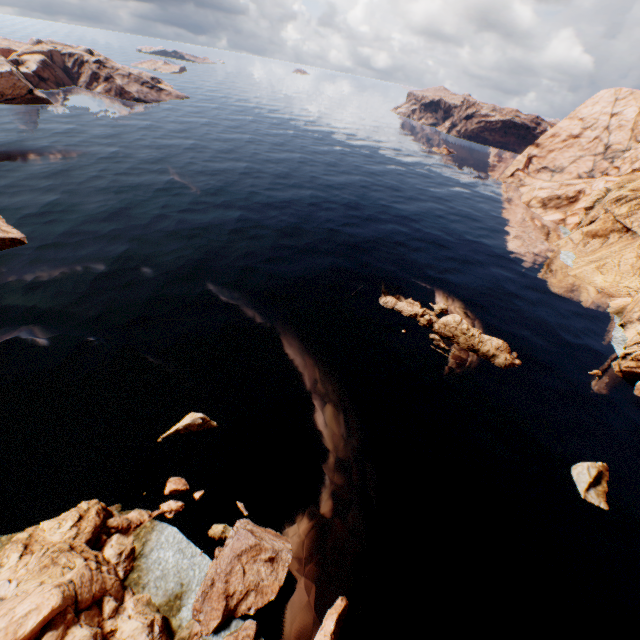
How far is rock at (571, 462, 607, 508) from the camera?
26.21m

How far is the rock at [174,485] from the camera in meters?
21.9 m

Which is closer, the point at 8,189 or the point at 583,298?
the point at 8,189

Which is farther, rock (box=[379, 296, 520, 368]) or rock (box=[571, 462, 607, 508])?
rock (box=[379, 296, 520, 368])

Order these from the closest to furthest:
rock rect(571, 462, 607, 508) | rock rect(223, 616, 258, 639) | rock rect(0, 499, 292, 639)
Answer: rock rect(0, 499, 292, 639) → rock rect(223, 616, 258, 639) → rock rect(571, 462, 607, 508)

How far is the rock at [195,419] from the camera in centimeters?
2514cm

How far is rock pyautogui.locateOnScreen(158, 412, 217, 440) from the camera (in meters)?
25.14
